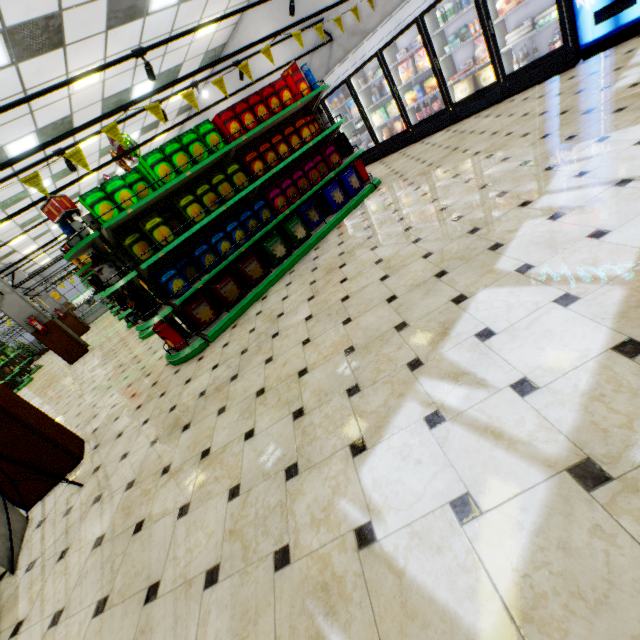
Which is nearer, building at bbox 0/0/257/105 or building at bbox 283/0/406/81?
building at bbox 0/0/257/105

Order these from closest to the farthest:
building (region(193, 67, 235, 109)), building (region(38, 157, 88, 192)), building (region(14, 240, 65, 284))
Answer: building (region(38, 157, 88, 192)) → building (region(193, 67, 235, 109)) → building (region(14, 240, 65, 284))

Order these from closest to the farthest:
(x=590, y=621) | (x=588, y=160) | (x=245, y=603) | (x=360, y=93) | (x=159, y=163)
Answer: (x=590, y=621) → (x=245, y=603) → (x=588, y=160) → (x=159, y=163) → (x=360, y=93)

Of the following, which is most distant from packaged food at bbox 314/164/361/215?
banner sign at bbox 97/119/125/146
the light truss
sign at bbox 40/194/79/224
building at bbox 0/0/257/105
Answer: sign at bbox 40/194/79/224

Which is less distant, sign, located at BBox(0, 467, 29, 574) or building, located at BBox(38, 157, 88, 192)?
sign, located at BBox(0, 467, 29, 574)

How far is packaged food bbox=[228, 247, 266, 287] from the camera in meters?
4.8

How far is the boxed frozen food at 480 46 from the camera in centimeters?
587cm

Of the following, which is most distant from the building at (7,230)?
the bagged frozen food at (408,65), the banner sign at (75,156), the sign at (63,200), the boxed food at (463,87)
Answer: the banner sign at (75,156)
